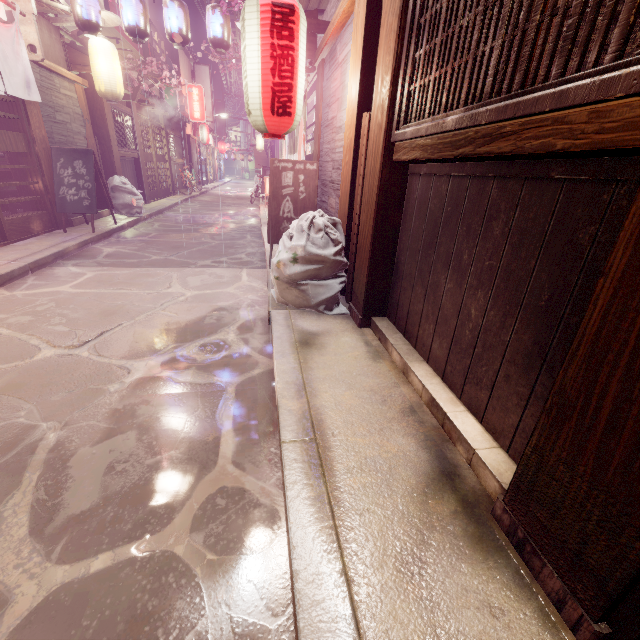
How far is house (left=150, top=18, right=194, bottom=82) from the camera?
30.5m

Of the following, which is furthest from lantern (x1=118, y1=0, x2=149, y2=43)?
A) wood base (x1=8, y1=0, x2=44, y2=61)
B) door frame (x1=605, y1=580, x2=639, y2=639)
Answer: door frame (x1=605, y1=580, x2=639, y2=639)

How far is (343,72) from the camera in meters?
6.7 m

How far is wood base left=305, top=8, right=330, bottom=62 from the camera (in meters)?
8.57

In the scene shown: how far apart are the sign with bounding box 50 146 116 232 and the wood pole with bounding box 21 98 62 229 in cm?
23

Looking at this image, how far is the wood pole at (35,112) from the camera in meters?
10.4

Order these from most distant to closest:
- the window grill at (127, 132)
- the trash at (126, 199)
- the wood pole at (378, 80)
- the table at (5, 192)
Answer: the window grill at (127, 132) < the trash at (126, 199) < the table at (5, 192) < the wood pole at (378, 80)

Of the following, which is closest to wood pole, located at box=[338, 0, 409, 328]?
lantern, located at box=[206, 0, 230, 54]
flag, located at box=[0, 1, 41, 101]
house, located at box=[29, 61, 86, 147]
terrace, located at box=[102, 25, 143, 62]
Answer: flag, located at box=[0, 1, 41, 101]
